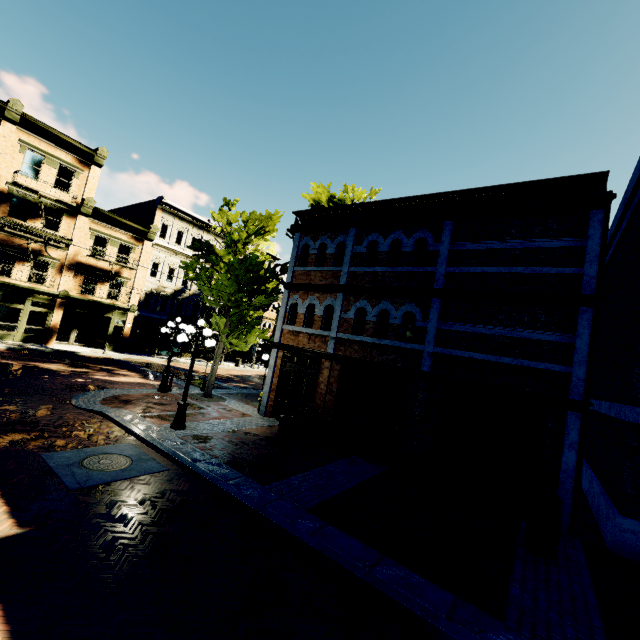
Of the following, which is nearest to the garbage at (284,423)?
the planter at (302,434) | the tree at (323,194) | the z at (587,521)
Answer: the planter at (302,434)

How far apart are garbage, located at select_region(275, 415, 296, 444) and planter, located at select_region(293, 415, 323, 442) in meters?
0.1 m

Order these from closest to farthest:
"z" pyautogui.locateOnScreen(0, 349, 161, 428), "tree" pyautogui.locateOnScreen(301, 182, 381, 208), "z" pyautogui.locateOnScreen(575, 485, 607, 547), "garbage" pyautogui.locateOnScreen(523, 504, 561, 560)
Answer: "garbage" pyautogui.locateOnScreen(523, 504, 561, 560) < "z" pyautogui.locateOnScreen(575, 485, 607, 547) < "z" pyautogui.locateOnScreen(0, 349, 161, 428) < "tree" pyautogui.locateOnScreen(301, 182, 381, 208)

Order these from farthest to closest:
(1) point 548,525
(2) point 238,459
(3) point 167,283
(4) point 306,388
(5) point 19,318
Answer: (3) point 167,283 < (5) point 19,318 < (4) point 306,388 < (2) point 238,459 < (1) point 548,525

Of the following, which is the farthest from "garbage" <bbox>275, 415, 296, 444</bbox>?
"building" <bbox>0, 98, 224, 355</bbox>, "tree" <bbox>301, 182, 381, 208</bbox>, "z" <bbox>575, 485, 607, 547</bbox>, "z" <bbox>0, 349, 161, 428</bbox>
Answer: "building" <bbox>0, 98, 224, 355</bbox>

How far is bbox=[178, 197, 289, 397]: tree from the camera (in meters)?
15.26

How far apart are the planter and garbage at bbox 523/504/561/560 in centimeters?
680cm

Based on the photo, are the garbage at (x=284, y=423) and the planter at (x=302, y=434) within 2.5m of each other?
yes
